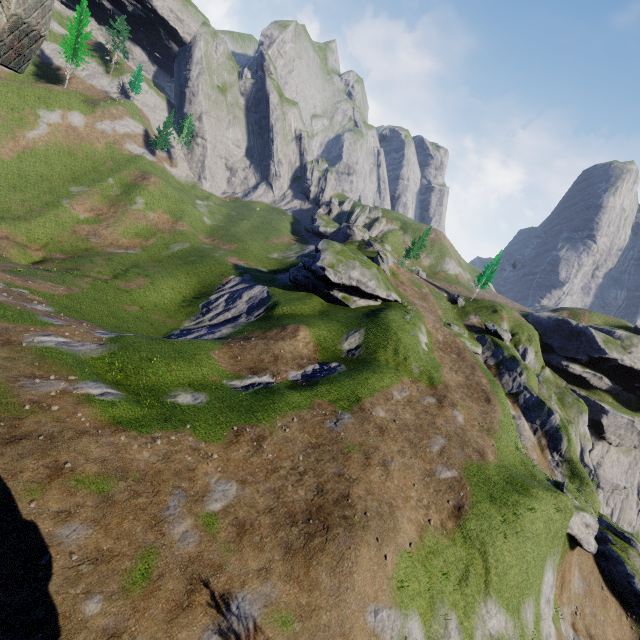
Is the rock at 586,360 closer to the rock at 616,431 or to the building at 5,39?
the rock at 616,431

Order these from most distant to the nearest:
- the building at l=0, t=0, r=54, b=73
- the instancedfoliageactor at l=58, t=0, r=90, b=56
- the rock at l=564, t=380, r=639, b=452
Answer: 1. the instancedfoliageactor at l=58, t=0, r=90, b=56
2. the rock at l=564, t=380, r=639, b=452
3. the building at l=0, t=0, r=54, b=73

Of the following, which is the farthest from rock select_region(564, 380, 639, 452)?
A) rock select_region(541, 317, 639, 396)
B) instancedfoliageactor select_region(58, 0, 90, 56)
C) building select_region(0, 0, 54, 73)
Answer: instancedfoliageactor select_region(58, 0, 90, 56)

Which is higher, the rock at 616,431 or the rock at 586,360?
the rock at 586,360

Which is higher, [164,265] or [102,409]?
[102,409]

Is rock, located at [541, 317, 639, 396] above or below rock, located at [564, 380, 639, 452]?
above

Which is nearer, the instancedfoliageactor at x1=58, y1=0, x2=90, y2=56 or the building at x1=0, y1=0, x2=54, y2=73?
the building at x1=0, y1=0, x2=54, y2=73
